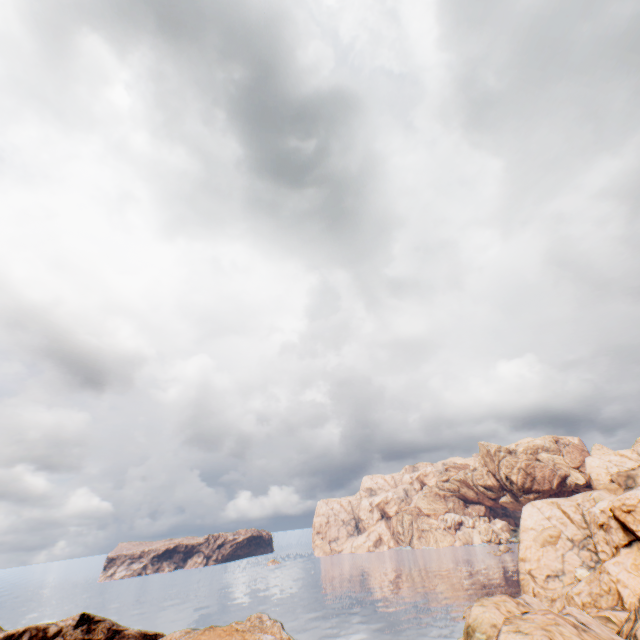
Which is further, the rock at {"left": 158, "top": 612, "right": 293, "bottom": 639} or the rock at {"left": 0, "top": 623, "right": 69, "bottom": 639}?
the rock at {"left": 0, "top": 623, "right": 69, "bottom": 639}

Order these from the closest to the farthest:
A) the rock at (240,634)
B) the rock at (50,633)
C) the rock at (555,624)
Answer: the rock at (555,624)
the rock at (240,634)
the rock at (50,633)

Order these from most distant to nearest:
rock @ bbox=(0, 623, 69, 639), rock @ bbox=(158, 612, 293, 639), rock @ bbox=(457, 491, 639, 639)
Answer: rock @ bbox=(0, 623, 69, 639) → rock @ bbox=(158, 612, 293, 639) → rock @ bbox=(457, 491, 639, 639)

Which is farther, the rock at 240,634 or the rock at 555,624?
the rock at 240,634

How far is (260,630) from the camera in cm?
5288
